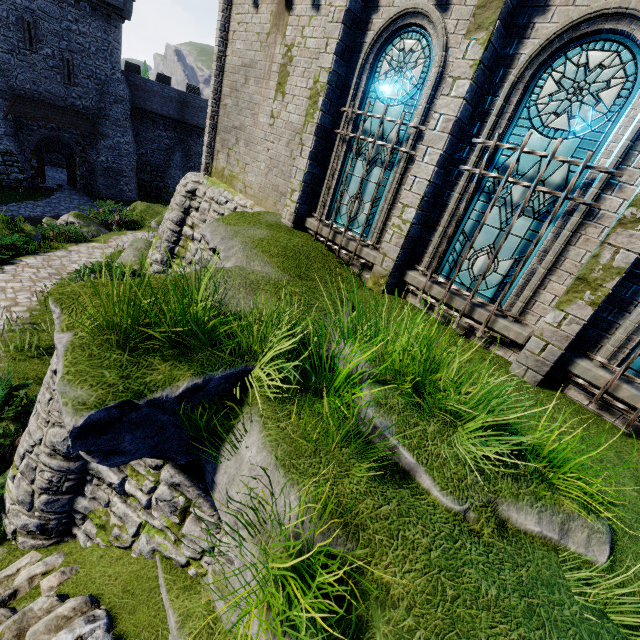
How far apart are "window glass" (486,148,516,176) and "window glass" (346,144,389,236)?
1.5 meters

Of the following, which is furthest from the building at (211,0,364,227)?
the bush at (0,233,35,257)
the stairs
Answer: the bush at (0,233,35,257)

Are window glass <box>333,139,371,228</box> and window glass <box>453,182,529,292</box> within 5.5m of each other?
yes

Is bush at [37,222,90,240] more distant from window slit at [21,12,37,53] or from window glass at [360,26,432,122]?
window slit at [21,12,37,53]

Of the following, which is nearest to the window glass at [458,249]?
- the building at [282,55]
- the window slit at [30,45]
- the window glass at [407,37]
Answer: the building at [282,55]

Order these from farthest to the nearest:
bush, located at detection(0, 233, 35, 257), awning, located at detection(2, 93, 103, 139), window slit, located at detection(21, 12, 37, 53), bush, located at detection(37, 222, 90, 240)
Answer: awning, located at detection(2, 93, 103, 139) → window slit, located at detection(21, 12, 37, 53) → bush, located at detection(37, 222, 90, 240) → bush, located at detection(0, 233, 35, 257)

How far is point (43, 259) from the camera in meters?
12.6

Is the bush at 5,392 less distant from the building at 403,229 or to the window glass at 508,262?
the building at 403,229
